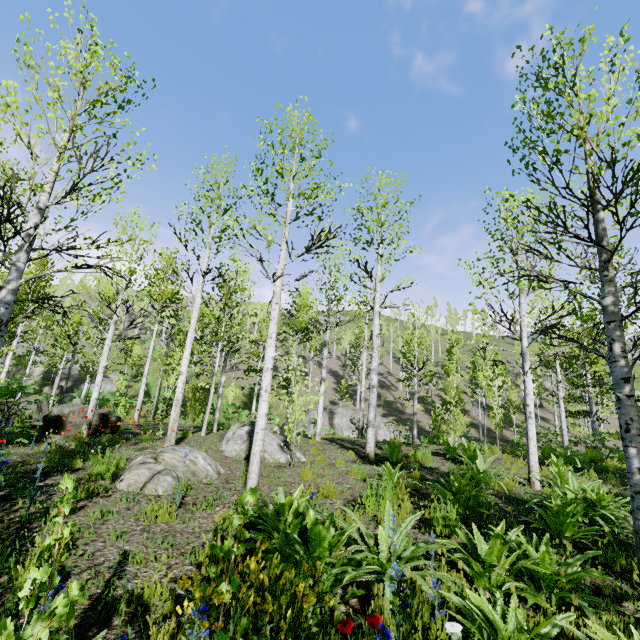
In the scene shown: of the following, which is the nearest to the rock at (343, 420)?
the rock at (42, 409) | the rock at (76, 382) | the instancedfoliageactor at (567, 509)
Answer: the instancedfoliageactor at (567, 509)

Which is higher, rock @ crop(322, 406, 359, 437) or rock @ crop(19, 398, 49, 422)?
rock @ crop(19, 398, 49, 422)

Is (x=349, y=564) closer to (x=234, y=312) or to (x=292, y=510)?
(x=292, y=510)

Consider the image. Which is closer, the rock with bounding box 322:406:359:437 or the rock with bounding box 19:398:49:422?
the rock with bounding box 19:398:49:422

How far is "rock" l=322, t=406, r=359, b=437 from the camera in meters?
23.3

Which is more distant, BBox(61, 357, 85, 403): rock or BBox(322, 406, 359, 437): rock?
BBox(61, 357, 85, 403): rock

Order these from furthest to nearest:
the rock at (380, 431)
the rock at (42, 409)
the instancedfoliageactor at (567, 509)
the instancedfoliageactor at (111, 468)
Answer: the rock at (380, 431)
the rock at (42, 409)
the instancedfoliageactor at (111, 468)
the instancedfoliageactor at (567, 509)

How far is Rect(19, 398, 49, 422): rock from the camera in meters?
9.4
